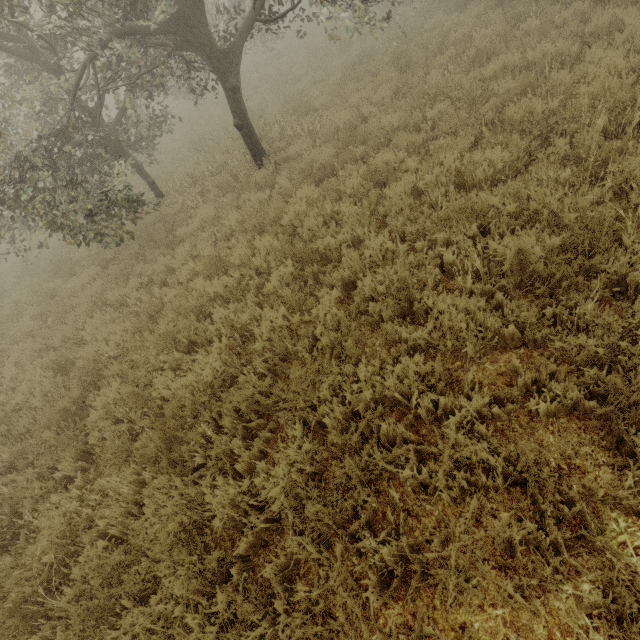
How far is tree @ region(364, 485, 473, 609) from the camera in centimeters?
217cm

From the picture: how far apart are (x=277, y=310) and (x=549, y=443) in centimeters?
337cm

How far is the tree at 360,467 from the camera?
2.4m

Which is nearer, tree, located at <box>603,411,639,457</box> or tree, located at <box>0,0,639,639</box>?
tree, located at <box>603,411,639,457</box>

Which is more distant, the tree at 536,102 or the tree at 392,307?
the tree at 392,307
